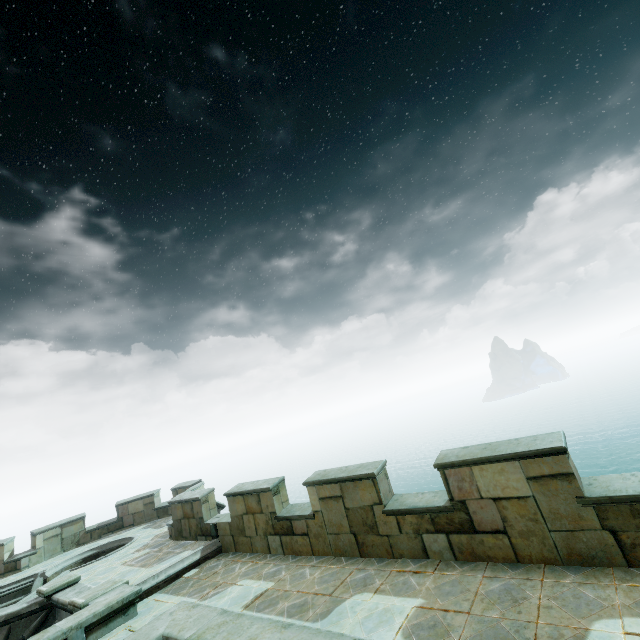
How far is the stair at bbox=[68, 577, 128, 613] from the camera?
8.1m

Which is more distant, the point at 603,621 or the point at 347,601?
the point at 347,601

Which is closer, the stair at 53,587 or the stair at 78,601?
the stair at 78,601

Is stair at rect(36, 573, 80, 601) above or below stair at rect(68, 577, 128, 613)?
above

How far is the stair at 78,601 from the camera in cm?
807

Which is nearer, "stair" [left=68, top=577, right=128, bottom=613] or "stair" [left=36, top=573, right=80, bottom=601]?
"stair" [left=68, top=577, right=128, bottom=613]

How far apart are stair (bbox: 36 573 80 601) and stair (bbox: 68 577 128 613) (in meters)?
2.01

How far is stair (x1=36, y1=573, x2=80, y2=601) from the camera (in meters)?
9.65
